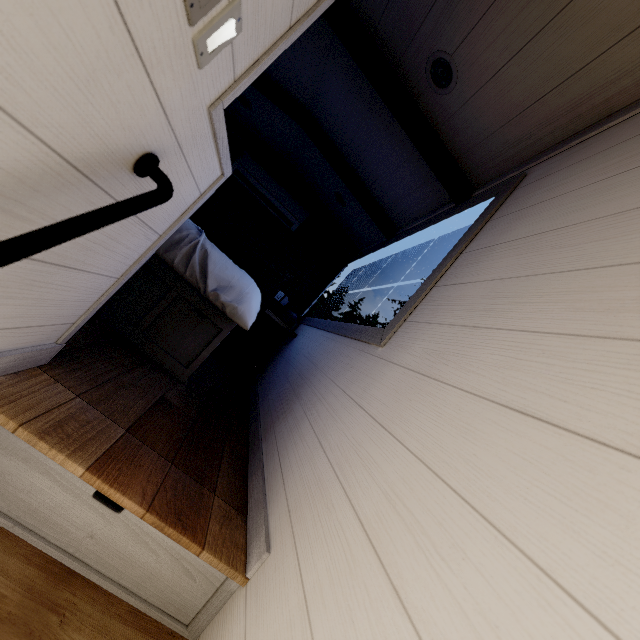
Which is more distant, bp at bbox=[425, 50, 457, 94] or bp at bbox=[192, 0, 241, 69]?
bp at bbox=[425, 50, 457, 94]

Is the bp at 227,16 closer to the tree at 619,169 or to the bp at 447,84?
the tree at 619,169

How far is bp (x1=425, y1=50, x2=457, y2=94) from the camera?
1.7m

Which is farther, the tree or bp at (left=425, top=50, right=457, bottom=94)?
bp at (left=425, top=50, right=457, bottom=94)

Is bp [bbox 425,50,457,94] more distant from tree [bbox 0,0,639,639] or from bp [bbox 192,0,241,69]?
bp [bbox 192,0,241,69]

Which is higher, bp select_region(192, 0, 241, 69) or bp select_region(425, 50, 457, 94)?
bp select_region(425, 50, 457, 94)

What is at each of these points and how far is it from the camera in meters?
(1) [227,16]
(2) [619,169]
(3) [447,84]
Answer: (1) bp, 0.6
(2) tree, 1.0
(3) bp, 1.8
